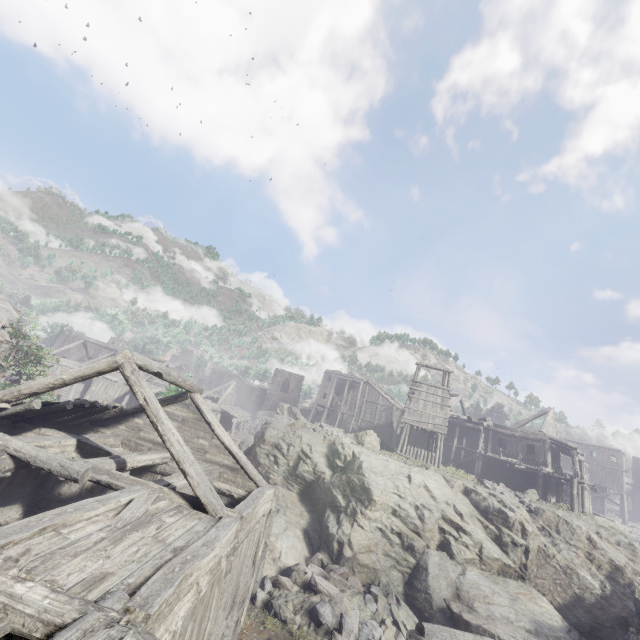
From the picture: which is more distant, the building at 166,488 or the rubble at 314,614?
the rubble at 314,614

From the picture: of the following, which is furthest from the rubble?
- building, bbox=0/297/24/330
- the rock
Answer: building, bbox=0/297/24/330

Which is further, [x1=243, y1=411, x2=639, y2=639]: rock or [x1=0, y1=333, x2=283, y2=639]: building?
[x1=243, y1=411, x2=639, y2=639]: rock

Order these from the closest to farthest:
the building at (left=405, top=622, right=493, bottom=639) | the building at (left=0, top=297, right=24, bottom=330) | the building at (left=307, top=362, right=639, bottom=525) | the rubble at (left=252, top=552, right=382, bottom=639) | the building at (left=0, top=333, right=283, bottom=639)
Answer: the building at (left=0, top=333, right=283, bottom=639)
the building at (left=405, top=622, right=493, bottom=639)
the rubble at (left=252, top=552, right=382, bottom=639)
the building at (left=0, top=297, right=24, bottom=330)
the building at (left=307, top=362, right=639, bottom=525)

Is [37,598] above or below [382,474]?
below

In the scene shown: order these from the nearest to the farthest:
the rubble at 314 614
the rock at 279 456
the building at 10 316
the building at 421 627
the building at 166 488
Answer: the building at 166 488 → the building at 421 627 → the rubble at 314 614 → the rock at 279 456 → the building at 10 316

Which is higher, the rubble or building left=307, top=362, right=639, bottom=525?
building left=307, top=362, right=639, bottom=525

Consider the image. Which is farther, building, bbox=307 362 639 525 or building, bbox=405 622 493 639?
building, bbox=307 362 639 525
